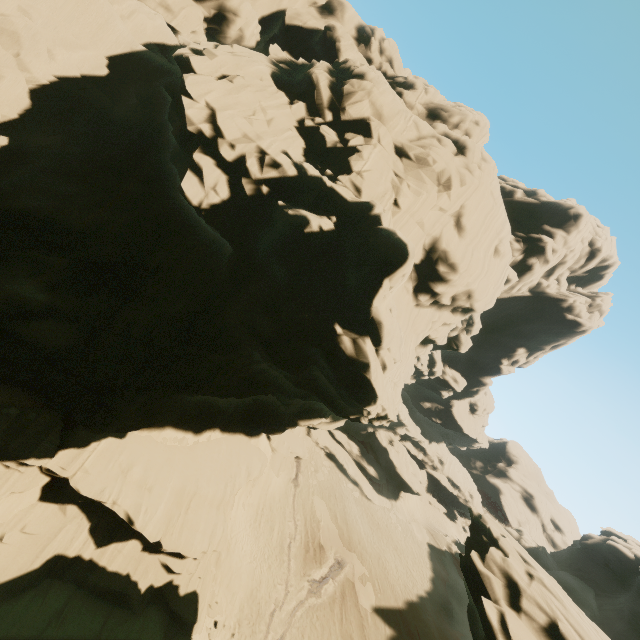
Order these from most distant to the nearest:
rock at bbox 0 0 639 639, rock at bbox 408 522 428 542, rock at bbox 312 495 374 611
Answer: rock at bbox 408 522 428 542 → rock at bbox 312 495 374 611 → rock at bbox 0 0 639 639

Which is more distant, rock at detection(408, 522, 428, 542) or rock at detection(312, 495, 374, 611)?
rock at detection(408, 522, 428, 542)

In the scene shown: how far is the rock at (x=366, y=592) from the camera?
28.08m

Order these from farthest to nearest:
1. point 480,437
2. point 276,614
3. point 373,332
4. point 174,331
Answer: point 480,437 < point 276,614 < point 174,331 < point 373,332

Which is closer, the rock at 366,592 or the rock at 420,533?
the rock at 366,592

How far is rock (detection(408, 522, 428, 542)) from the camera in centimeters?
3931cm

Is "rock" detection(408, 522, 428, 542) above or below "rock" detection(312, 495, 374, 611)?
above
